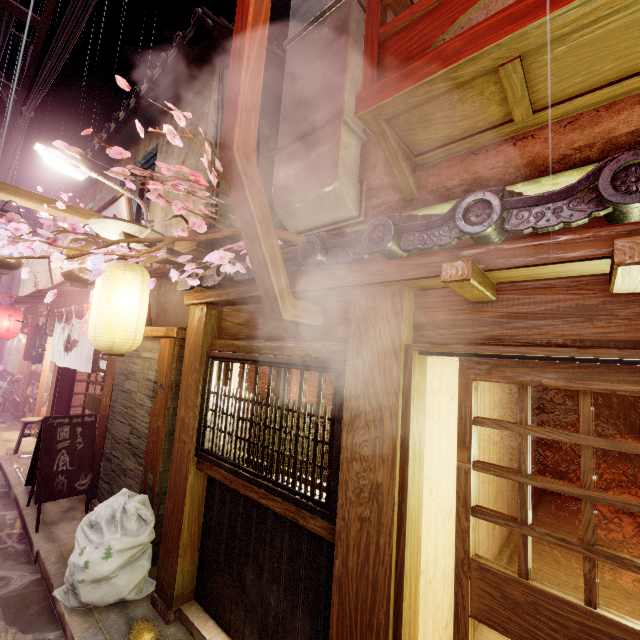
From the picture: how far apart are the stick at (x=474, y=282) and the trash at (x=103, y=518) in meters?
7.4

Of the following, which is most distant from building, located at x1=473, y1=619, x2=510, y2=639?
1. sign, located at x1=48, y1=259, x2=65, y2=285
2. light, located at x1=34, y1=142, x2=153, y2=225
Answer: sign, located at x1=48, y1=259, x2=65, y2=285

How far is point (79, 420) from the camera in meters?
9.6 m

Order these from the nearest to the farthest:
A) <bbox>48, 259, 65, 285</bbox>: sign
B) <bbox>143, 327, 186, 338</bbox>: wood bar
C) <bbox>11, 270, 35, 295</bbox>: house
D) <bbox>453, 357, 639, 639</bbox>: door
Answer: <bbox>453, 357, 639, 639</bbox>: door → <bbox>143, 327, 186, 338</bbox>: wood bar → <bbox>48, 259, 65, 285</bbox>: sign → <bbox>11, 270, 35, 295</bbox>: house

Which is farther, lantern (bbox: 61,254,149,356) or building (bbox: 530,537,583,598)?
building (bbox: 530,537,583,598)

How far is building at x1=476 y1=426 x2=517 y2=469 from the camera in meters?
7.4

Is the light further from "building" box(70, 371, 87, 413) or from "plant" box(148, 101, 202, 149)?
"building" box(70, 371, 87, 413)

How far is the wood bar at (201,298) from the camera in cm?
548
